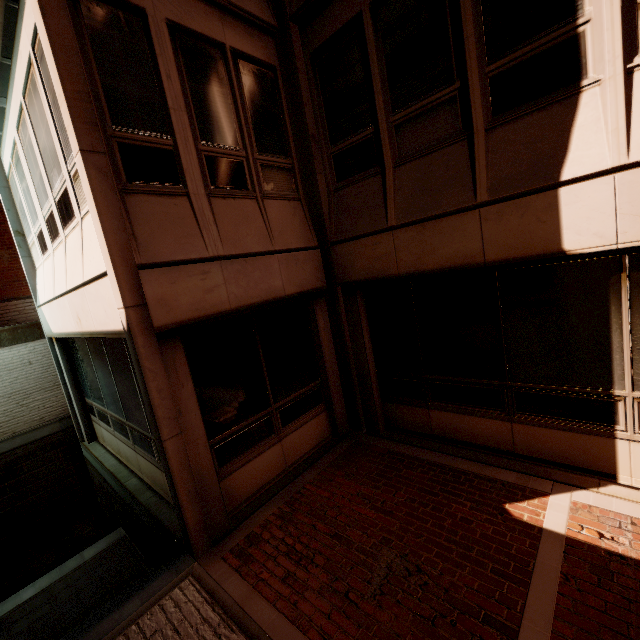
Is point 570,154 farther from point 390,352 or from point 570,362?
point 390,352
